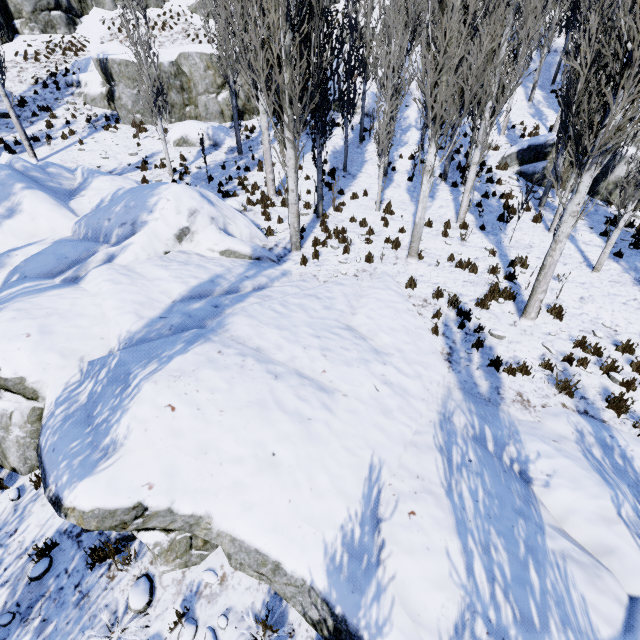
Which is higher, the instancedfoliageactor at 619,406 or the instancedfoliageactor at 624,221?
the instancedfoliageactor at 624,221

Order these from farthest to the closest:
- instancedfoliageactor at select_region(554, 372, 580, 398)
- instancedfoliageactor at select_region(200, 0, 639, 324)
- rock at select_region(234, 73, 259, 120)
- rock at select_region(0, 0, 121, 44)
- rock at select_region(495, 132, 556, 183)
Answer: rock at select_region(0, 0, 121, 44)
rock at select_region(234, 73, 259, 120)
rock at select_region(495, 132, 556, 183)
instancedfoliageactor at select_region(554, 372, 580, 398)
instancedfoliageactor at select_region(200, 0, 639, 324)

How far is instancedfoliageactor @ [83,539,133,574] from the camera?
4.14m

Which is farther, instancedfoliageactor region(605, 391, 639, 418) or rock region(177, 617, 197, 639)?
instancedfoliageactor region(605, 391, 639, 418)

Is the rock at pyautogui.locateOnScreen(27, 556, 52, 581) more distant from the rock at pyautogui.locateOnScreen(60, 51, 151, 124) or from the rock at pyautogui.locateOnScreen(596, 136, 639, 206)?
Result: the rock at pyautogui.locateOnScreen(596, 136, 639, 206)

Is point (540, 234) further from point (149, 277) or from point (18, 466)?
point (18, 466)

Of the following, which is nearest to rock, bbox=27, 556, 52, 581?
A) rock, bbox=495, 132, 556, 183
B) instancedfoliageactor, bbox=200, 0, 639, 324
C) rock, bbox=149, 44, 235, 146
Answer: instancedfoliageactor, bbox=200, 0, 639, 324

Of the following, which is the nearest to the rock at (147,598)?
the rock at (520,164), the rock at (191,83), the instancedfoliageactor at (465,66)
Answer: the instancedfoliageactor at (465,66)
